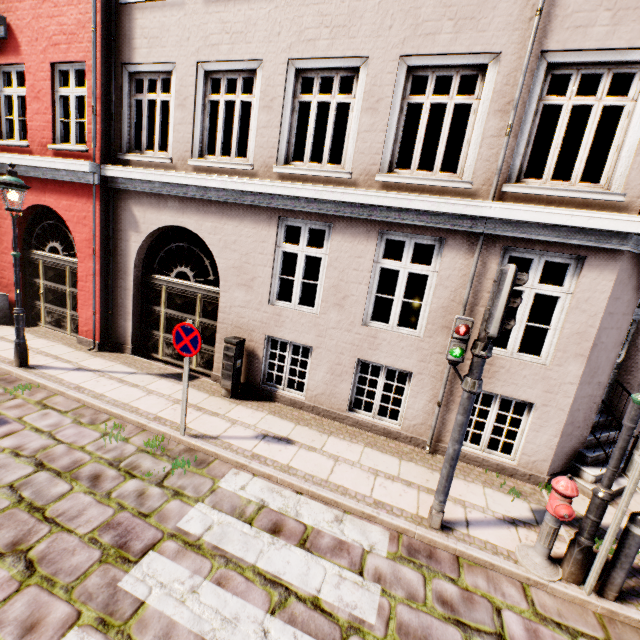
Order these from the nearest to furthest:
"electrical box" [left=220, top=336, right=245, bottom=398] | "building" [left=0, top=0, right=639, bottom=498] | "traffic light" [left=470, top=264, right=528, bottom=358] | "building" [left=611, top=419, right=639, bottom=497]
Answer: "traffic light" [left=470, top=264, right=528, bottom=358] → "building" [left=0, top=0, right=639, bottom=498] → "building" [left=611, top=419, right=639, bottom=497] → "electrical box" [left=220, top=336, right=245, bottom=398]

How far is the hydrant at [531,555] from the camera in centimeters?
364cm

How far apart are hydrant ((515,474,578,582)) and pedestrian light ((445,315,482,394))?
1.3 meters

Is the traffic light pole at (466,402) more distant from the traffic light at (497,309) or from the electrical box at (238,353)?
the electrical box at (238,353)

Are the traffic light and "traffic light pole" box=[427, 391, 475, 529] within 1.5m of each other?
yes

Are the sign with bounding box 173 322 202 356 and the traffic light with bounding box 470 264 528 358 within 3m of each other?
no

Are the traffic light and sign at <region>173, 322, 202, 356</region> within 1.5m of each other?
no

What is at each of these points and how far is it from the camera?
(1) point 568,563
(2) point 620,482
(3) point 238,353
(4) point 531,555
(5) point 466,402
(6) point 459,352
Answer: (1) street light, 3.8 meters
(2) building, 5.6 meters
(3) electrical box, 6.7 meters
(4) hydrant, 3.9 meters
(5) traffic light pole, 3.9 meters
(6) pedestrian light, 3.8 meters
